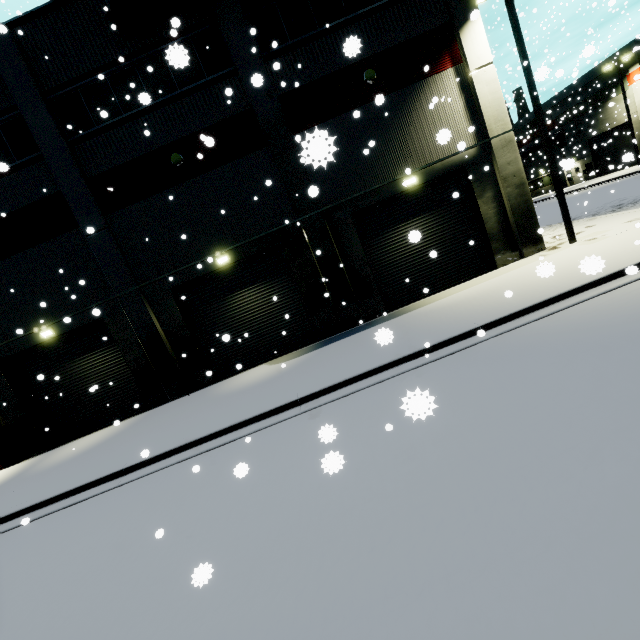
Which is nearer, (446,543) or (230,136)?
(446,543)

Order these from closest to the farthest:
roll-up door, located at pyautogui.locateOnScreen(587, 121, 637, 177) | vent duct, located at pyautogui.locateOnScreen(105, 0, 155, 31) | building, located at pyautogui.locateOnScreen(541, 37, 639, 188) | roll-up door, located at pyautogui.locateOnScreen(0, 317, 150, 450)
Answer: vent duct, located at pyautogui.locateOnScreen(105, 0, 155, 31) < roll-up door, located at pyautogui.locateOnScreen(0, 317, 150, 450) < roll-up door, located at pyautogui.locateOnScreen(587, 121, 637, 177) < building, located at pyautogui.locateOnScreen(541, 37, 639, 188)

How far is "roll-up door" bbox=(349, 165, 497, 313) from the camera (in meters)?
13.19

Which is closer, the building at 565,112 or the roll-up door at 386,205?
the roll-up door at 386,205

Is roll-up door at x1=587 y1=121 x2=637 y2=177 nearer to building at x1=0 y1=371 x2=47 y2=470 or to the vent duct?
building at x1=0 y1=371 x2=47 y2=470

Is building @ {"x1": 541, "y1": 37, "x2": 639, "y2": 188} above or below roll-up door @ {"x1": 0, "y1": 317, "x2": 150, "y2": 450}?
above

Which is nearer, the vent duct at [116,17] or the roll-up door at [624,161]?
the vent duct at [116,17]
